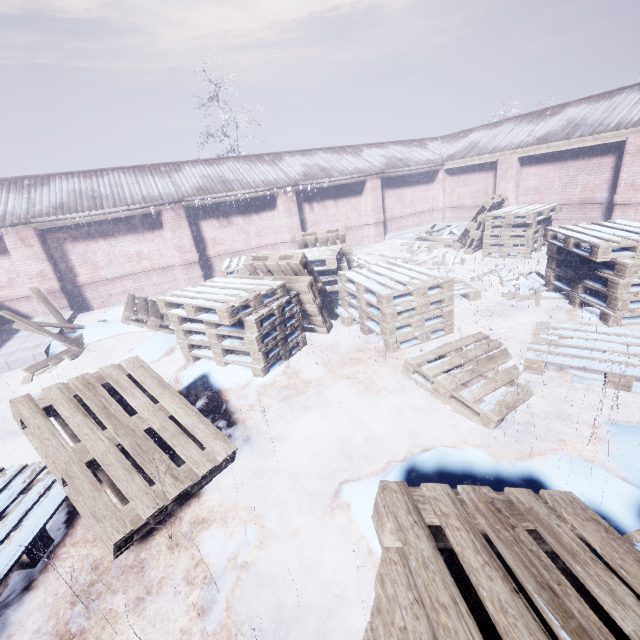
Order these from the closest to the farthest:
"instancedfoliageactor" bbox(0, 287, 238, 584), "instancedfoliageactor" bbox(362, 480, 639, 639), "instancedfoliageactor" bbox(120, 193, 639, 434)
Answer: "instancedfoliageactor" bbox(362, 480, 639, 639) → "instancedfoliageactor" bbox(0, 287, 238, 584) → "instancedfoliageactor" bbox(120, 193, 639, 434)

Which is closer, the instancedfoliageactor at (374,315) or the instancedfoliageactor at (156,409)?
the instancedfoliageactor at (156,409)

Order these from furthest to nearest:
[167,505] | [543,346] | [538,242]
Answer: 1. [538,242]
2. [543,346]
3. [167,505]

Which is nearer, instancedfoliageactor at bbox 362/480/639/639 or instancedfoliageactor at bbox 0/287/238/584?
instancedfoliageactor at bbox 362/480/639/639
